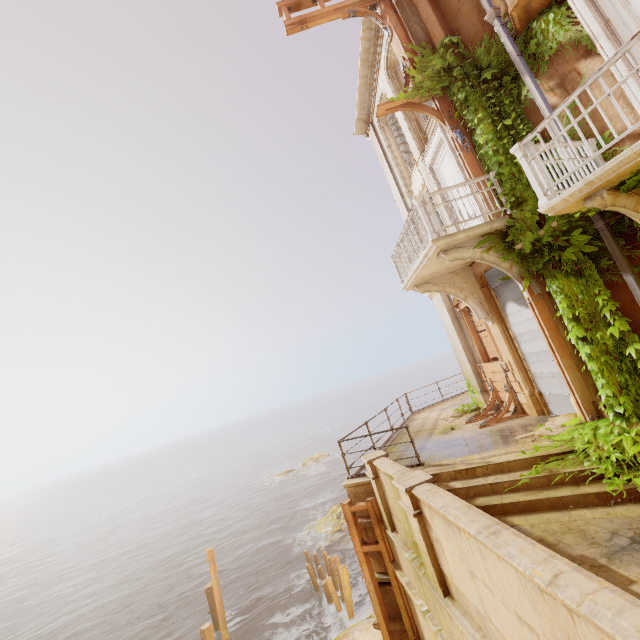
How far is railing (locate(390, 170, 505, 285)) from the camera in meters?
7.1 m

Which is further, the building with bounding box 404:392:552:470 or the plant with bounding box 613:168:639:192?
the building with bounding box 404:392:552:470

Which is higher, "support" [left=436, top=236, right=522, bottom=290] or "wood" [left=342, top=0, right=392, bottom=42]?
"wood" [left=342, top=0, right=392, bottom=42]

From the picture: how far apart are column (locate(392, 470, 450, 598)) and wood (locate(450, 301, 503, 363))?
5.77m

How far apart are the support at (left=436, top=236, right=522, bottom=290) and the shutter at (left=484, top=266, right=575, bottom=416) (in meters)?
0.68

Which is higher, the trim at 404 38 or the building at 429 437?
the trim at 404 38

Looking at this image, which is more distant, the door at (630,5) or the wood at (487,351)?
the wood at (487,351)

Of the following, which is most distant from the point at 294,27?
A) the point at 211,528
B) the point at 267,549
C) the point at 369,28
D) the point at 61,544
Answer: Answer: the point at 61,544
